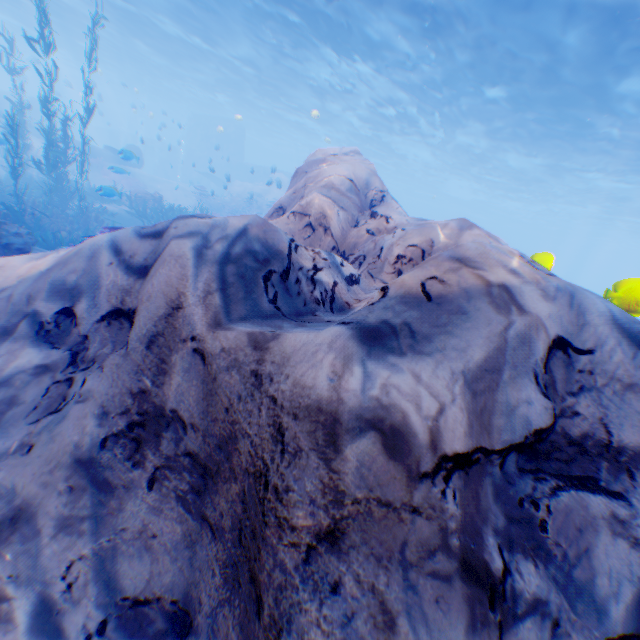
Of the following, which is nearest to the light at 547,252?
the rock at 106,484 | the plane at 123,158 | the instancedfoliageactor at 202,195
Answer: the rock at 106,484

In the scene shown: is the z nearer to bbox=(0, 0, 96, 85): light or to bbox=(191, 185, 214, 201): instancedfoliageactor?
bbox=(0, 0, 96, 85): light

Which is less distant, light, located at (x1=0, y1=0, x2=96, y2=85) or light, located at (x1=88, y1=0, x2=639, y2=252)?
light, located at (x1=88, y1=0, x2=639, y2=252)

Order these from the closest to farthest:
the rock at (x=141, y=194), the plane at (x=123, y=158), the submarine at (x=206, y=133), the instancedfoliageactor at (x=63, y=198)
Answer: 1. the instancedfoliageactor at (x=63, y=198)
2. the plane at (x=123, y=158)
3. the rock at (x=141, y=194)
4. the submarine at (x=206, y=133)

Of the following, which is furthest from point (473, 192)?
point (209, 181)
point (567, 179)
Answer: point (209, 181)

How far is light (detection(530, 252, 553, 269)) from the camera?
4.2m

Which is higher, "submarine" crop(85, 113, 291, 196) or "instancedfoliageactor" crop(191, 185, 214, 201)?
"submarine" crop(85, 113, 291, 196)
